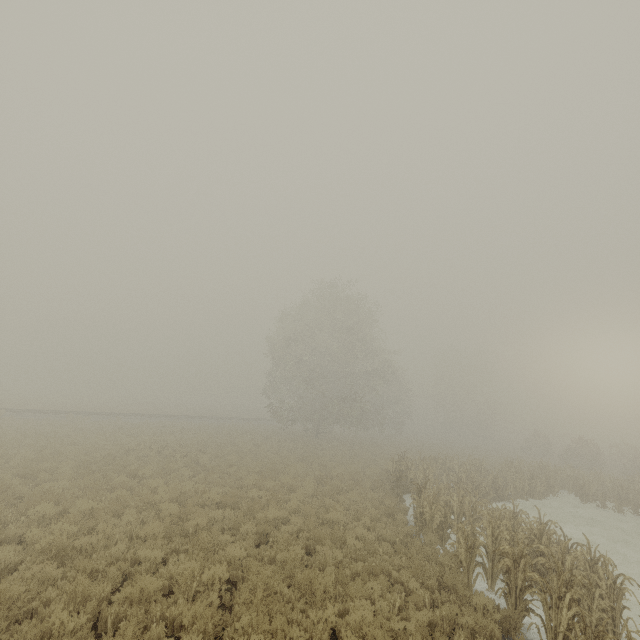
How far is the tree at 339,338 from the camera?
31.9 meters

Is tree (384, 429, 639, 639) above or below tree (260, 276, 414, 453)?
below

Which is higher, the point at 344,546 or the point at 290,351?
the point at 290,351

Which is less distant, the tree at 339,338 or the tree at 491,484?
the tree at 491,484

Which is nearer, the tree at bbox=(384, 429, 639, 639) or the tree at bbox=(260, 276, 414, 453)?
the tree at bbox=(384, 429, 639, 639)

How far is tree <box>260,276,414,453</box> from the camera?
31.9m
